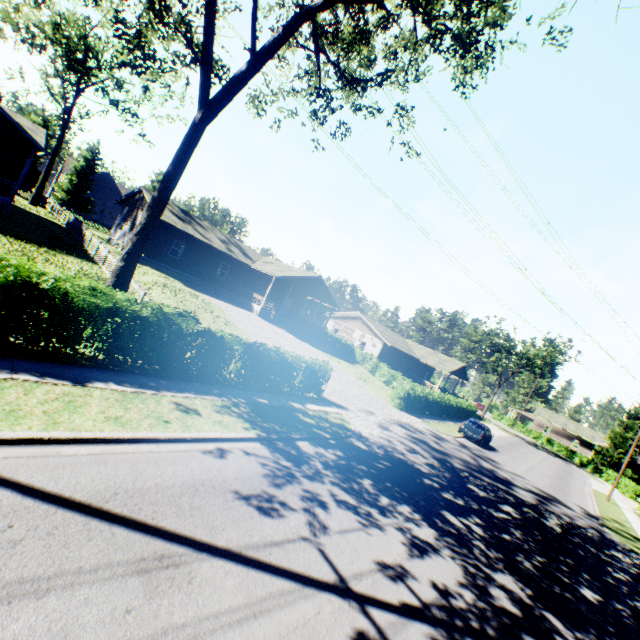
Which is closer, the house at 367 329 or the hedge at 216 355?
the hedge at 216 355

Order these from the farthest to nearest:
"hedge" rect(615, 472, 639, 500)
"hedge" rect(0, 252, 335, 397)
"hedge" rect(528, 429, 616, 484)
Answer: "hedge" rect(528, 429, 616, 484)
"hedge" rect(615, 472, 639, 500)
"hedge" rect(0, 252, 335, 397)

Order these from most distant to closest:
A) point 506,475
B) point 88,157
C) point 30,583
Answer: point 88,157, point 506,475, point 30,583

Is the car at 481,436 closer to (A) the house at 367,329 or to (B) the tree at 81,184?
(A) the house at 367,329

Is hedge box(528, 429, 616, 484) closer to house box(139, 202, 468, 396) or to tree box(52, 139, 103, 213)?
house box(139, 202, 468, 396)

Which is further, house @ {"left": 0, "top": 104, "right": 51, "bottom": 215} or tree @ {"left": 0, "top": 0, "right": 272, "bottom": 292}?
house @ {"left": 0, "top": 104, "right": 51, "bottom": 215}

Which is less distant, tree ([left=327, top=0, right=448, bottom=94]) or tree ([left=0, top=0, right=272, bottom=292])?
tree ([left=0, top=0, right=272, bottom=292])
